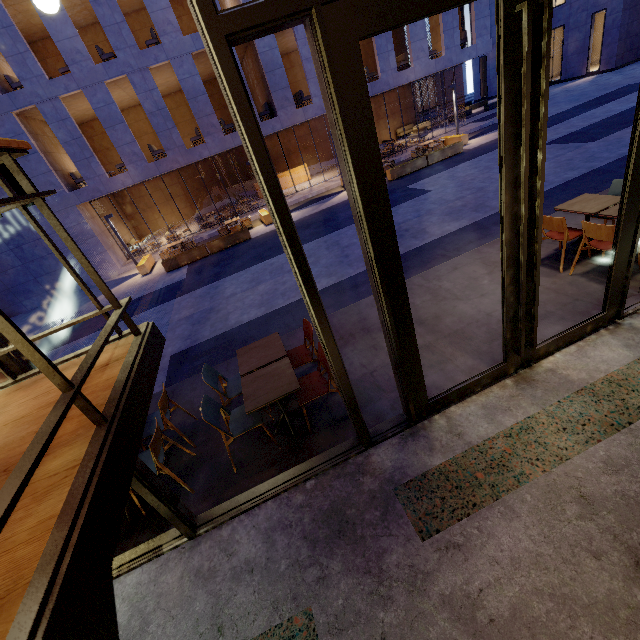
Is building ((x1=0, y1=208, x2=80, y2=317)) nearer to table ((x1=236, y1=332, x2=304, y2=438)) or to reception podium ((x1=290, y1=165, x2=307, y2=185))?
reception podium ((x1=290, y1=165, x2=307, y2=185))

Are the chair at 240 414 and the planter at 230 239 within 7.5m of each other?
no

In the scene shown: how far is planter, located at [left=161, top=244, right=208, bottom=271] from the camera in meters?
14.2

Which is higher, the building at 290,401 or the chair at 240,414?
the chair at 240,414

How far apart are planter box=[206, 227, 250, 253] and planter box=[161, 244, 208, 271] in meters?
0.1

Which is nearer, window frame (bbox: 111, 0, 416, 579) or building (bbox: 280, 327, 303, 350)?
window frame (bbox: 111, 0, 416, 579)

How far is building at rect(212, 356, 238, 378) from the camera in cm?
547

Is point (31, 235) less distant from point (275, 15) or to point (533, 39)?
point (275, 15)
